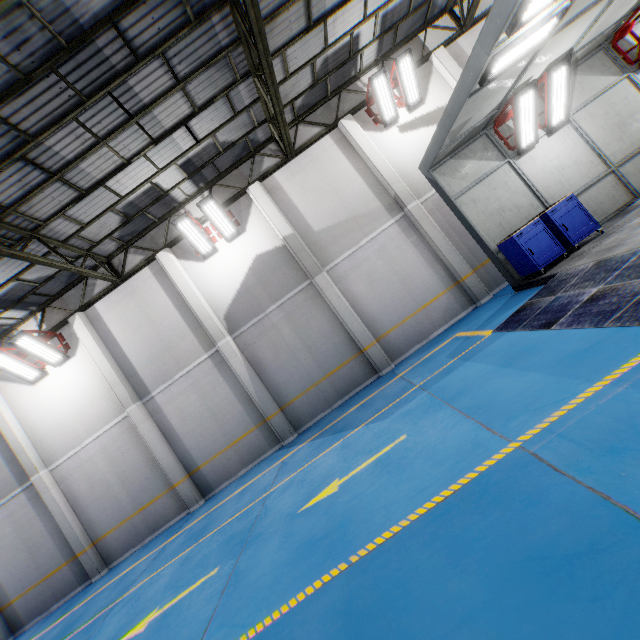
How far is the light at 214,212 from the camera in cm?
1040

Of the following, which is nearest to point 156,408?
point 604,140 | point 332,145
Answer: point 332,145

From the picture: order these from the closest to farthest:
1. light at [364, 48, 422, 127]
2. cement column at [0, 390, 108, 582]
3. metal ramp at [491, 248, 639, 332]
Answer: metal ramp at [491, 248, 639, 332] < light at [364, 48, 422, 127] < cement column at [0, 390, 108, 582]

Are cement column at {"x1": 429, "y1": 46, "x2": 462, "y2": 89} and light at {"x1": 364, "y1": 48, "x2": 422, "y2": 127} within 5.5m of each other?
yes

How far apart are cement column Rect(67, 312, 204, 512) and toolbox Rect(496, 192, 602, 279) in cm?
1199

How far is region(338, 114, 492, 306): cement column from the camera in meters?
10.6 m

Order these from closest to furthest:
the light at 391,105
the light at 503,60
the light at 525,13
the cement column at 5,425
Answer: the light at 525,13
the light at 503,60
the light at 391,105
the cement column at 5,425

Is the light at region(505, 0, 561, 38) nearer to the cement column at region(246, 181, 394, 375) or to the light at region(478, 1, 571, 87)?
the light at region(478, 1, 571, 87)
